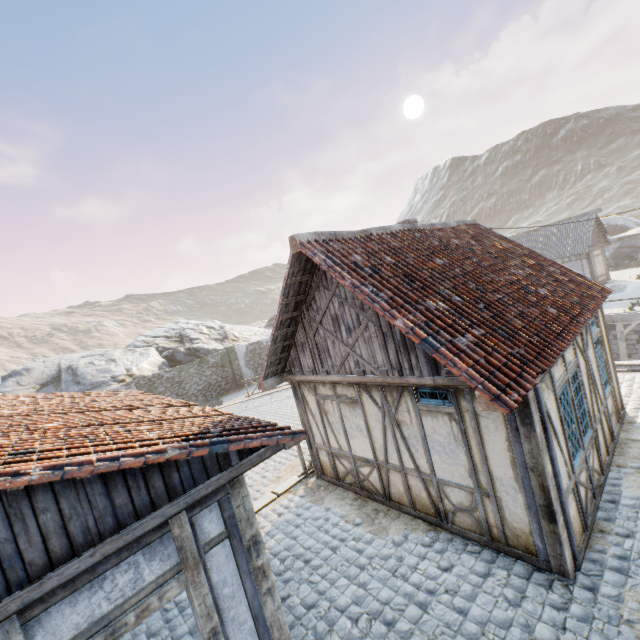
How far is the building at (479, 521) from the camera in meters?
4.6 m

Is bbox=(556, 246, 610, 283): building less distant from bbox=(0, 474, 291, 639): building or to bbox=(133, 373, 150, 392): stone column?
bbox=(133, 373, 150, 392): stone column

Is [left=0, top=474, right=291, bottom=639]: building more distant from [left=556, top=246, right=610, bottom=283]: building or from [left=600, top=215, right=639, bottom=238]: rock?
[left=556, top=246, right=610, bottom=283]: building

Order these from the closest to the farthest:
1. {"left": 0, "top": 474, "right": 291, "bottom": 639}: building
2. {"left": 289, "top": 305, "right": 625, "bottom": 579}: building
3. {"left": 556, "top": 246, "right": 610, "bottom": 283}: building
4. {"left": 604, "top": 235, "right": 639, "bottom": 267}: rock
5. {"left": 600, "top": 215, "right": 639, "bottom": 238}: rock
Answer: {"left": 0, "top": 474, "right": 291, "bottom": 639}: building → {"left": 289, "top": 305, "right": 625, "bottom": 579}: building → {"left": 556, "top": 246, "right": 610, "bottom": 283}: building → {"left": 604, "top": 235, "right": 639, "bottom": 267}: rock → {"left": 600, "top": 215, "right": 639, "bottom": 238}: rock

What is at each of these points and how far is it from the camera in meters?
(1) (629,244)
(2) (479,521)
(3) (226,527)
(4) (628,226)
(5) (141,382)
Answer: (1) rock, 33.5
(2) building, 5.5
(3) building, 3.8
(4) rock, 40.7
(5) stone column, 20.4

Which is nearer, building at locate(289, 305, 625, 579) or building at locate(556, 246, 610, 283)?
building at locate(289, 305, 625, 579)

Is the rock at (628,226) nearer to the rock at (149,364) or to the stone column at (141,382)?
the rock at (149,364)

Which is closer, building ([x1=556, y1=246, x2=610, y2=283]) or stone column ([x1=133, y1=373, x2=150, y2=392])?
stone column ([x1=133, y1=373, x2=150, y2=392])
